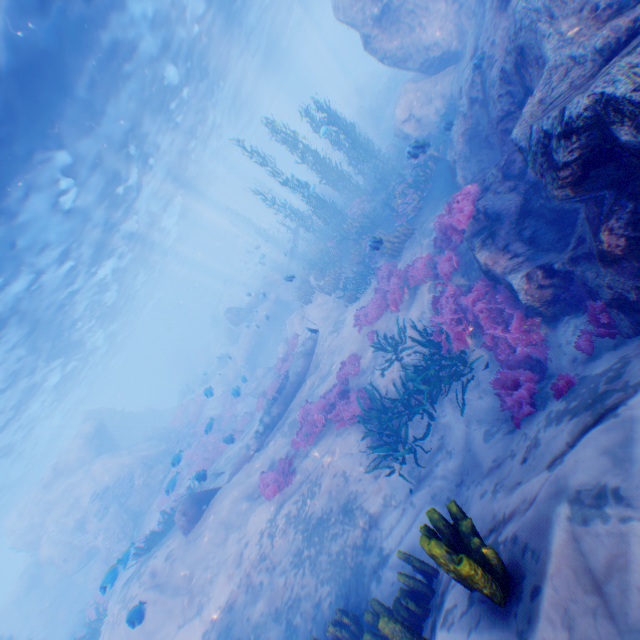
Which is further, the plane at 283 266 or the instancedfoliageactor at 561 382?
the plane at 283 266

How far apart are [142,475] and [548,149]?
25.85m

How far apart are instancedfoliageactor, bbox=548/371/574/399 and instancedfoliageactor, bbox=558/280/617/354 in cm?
48

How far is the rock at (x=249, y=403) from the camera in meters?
22.7

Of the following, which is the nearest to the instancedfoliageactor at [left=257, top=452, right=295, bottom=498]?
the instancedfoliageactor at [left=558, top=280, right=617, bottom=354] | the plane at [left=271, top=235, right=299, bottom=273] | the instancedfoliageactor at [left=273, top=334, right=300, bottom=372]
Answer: the instancedfoliageactor at [left=558, top=280, right=617, bottom=354]

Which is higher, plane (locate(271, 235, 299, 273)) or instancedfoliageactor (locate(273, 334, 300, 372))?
plane (locate(271, 235, 299, 273))

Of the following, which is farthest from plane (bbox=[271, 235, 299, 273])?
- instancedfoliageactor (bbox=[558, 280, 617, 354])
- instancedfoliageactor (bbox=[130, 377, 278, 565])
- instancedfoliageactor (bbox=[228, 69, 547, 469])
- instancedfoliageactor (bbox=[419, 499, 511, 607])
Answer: instancedfoliageactor (bbox=[419, 499, 511, 607])

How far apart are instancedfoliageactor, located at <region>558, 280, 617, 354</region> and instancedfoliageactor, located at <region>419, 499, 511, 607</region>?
3.6 meters
